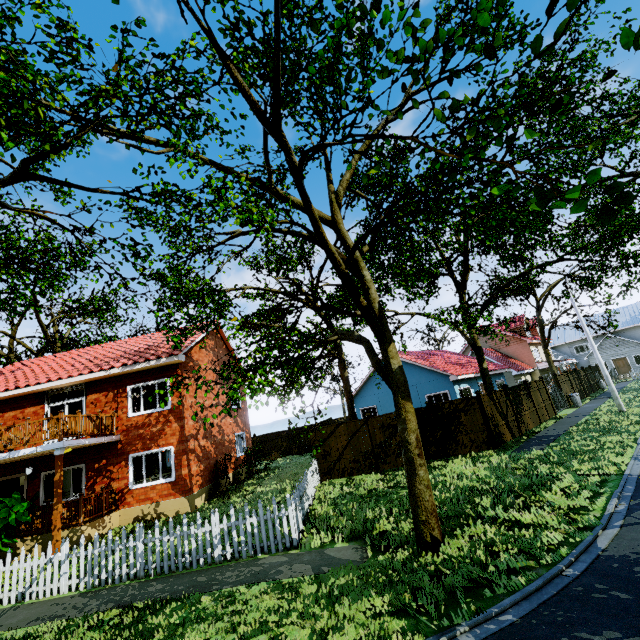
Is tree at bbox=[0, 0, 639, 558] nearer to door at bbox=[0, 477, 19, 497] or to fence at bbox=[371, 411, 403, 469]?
fence at bbox=[371, 411, 403, 469]

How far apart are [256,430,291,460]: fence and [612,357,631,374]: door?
44.4m

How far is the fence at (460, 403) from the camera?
14.55m

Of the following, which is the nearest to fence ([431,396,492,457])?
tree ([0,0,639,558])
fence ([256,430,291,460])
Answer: fence ([256,430,291,460])

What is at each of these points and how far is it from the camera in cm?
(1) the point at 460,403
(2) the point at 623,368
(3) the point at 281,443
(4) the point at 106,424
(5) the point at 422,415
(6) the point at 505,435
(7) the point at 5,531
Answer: (1) fence, 1509
(2) door, 4191
(3) fence, 2766
(4) wooden rail, 1392
(5) fence, 1511
(6) fence, 1534
(7) plant, 1073

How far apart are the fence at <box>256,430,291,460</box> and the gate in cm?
1975

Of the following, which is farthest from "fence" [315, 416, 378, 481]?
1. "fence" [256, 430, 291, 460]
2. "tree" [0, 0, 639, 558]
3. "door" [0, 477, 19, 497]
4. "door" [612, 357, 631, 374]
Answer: "door" [612, 357, 631, 374]

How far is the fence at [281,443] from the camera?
27.42m
